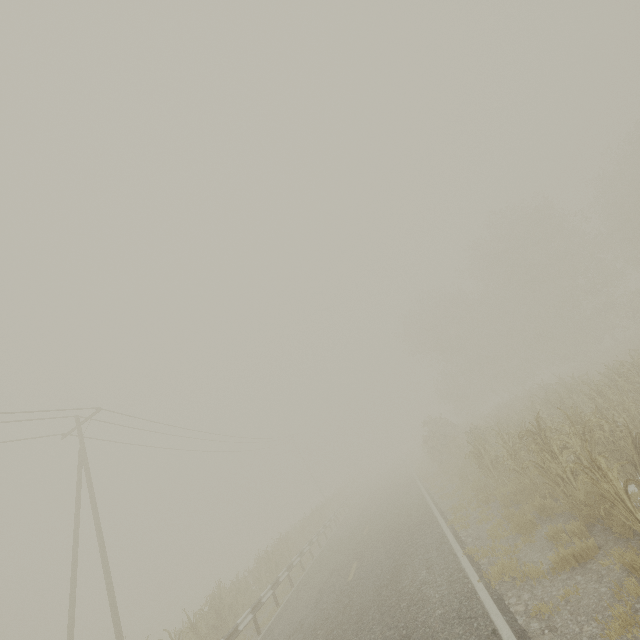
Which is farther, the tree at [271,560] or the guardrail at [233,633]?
the tree at [271,560]

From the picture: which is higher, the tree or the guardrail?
the guardrail

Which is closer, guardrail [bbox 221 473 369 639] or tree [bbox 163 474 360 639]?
guardrail [bbox 221 473 369 639]

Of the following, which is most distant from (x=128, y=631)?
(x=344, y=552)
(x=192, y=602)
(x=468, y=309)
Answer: (x=468, y=309)

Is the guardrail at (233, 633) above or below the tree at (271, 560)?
above
